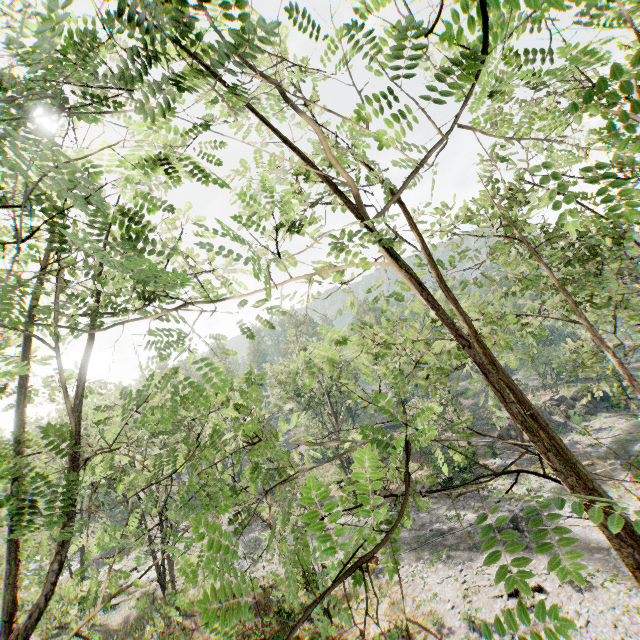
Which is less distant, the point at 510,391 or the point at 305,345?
the point at 510,391

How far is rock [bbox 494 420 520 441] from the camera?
37.56m

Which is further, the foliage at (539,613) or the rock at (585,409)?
the rock at (585,409)

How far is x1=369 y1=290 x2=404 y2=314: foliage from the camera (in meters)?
6.95

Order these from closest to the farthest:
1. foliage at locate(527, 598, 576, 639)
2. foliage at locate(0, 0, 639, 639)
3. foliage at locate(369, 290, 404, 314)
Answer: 1. foliage at locate(527, 598, 576, 639)
2. foliage at locate(0, 0, 639, 639)
3. foliage at locate(369, 290, 404, 314)

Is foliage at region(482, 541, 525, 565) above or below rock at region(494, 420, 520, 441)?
above

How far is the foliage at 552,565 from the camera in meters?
1.7 m
